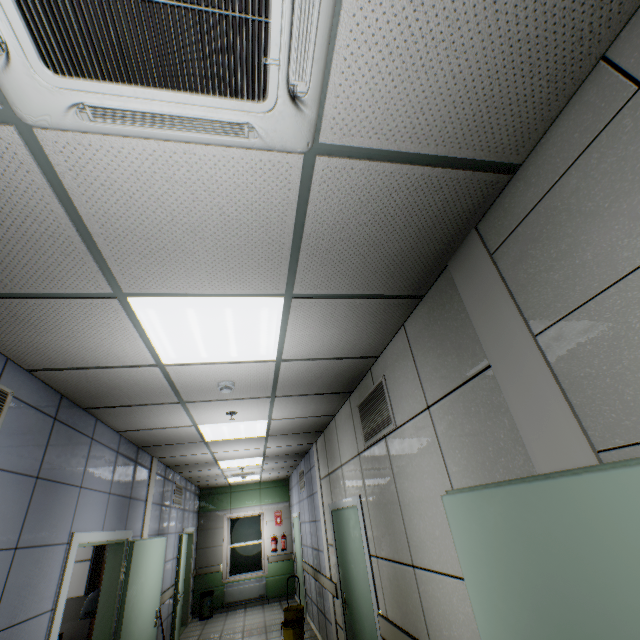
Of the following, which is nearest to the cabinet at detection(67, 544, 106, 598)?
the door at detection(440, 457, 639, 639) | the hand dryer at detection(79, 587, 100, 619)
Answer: the hand dryer at detection(79, 587, 100, 619)

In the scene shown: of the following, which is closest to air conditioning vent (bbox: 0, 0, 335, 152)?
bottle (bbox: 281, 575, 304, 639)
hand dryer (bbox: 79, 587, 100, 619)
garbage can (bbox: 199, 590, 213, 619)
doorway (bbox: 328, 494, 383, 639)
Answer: doorway (bbox: 328, 494, 383, 639)

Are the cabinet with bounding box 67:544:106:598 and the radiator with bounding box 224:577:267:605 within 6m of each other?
no

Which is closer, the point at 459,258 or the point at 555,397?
the point at 555,397

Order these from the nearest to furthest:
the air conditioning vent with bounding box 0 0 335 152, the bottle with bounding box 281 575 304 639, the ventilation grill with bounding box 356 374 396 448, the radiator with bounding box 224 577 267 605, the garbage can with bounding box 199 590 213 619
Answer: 1. the air conditioning vent with bounding box 0 0 335 152
2. the ventilation grill with bounding box 356 374 396 448
3. the bottle with bounding box 281 575 304 639
4. the garbage can with bounding box 199 590 213 619
5. the radiator with bounding box 224 577 267 605

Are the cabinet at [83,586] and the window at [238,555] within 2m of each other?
no

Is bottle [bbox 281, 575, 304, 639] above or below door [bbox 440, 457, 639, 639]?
below

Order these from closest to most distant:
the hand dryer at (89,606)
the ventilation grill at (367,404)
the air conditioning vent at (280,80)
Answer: the air conditioning vent at (280,80) < the ventilation grill at (367,404) < the hand dryer at (89,606)
